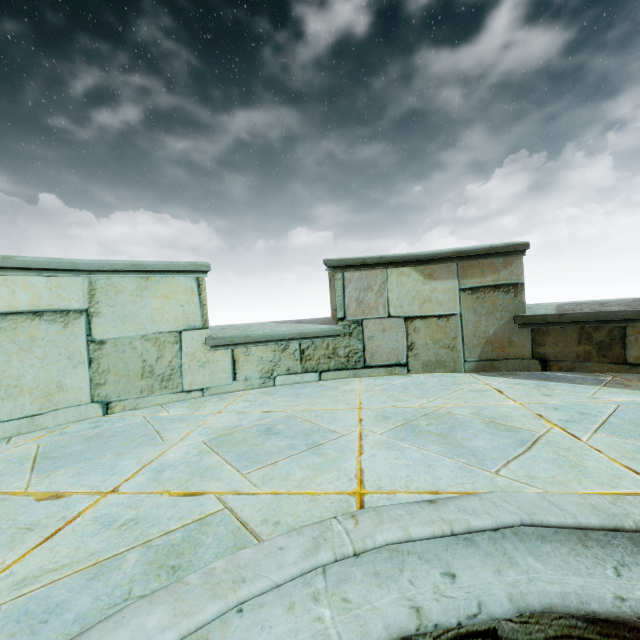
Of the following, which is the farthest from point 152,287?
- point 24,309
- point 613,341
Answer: point 613,341
